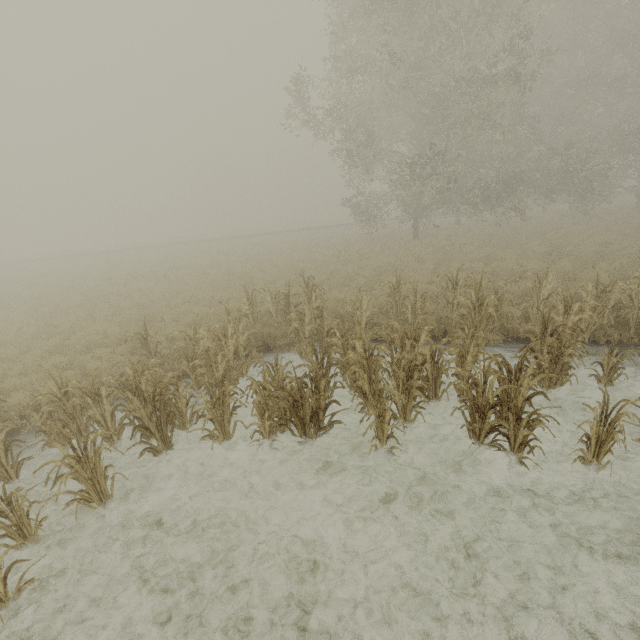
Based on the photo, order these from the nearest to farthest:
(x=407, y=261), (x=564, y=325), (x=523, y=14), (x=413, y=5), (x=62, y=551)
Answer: (x=62, y=551) → (x=564, y=325) → (x=523, y=14) → (x=413, y=5) → (x=407, y=261)
